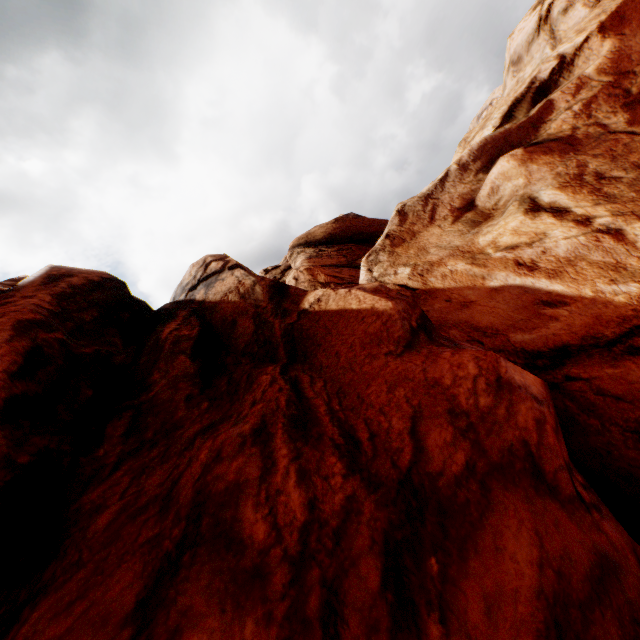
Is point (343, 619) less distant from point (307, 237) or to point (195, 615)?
point (195, 615)
